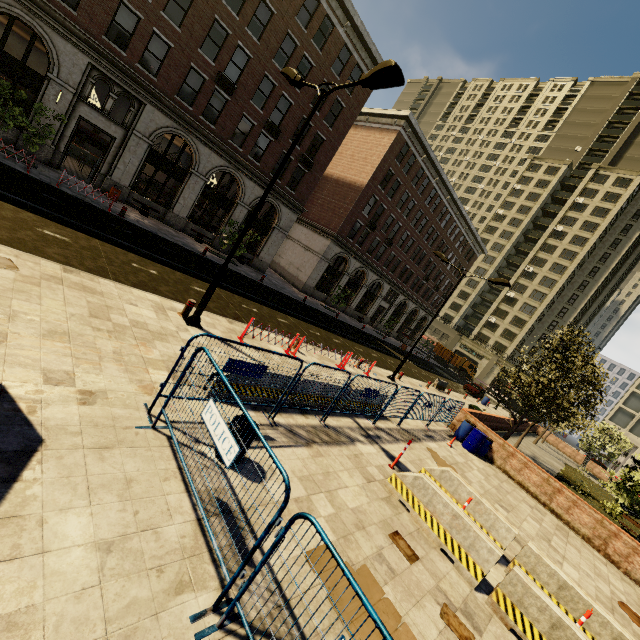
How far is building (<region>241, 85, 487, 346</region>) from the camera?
27.5m

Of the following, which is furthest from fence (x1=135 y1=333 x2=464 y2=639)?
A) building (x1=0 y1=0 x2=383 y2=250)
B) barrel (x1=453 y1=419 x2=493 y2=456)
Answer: building (x1=0 y1=0 x2=383 y2=250)

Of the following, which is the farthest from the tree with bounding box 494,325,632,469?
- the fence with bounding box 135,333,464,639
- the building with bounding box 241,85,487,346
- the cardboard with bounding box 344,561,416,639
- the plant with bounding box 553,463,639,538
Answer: the cardboard with bounding box 344,561,416,639

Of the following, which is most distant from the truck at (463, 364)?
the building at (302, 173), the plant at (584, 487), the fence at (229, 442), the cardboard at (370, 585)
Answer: the cardboard at (370, 585)

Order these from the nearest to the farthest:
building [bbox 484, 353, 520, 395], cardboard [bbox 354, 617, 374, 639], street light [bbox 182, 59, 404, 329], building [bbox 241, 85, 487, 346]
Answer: cardboard [bbox 354, 617, 374, 639] → street light [bbox 182, 59, 404, 329] → building [bbox 241, 85, 487, 346] → building [bbox 484, 353, 520, 395]

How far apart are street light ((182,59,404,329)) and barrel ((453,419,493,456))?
12.68m

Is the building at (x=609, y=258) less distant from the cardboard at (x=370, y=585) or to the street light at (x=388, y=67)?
the street light at (x=388, y=67)

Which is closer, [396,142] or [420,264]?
[396,142]
